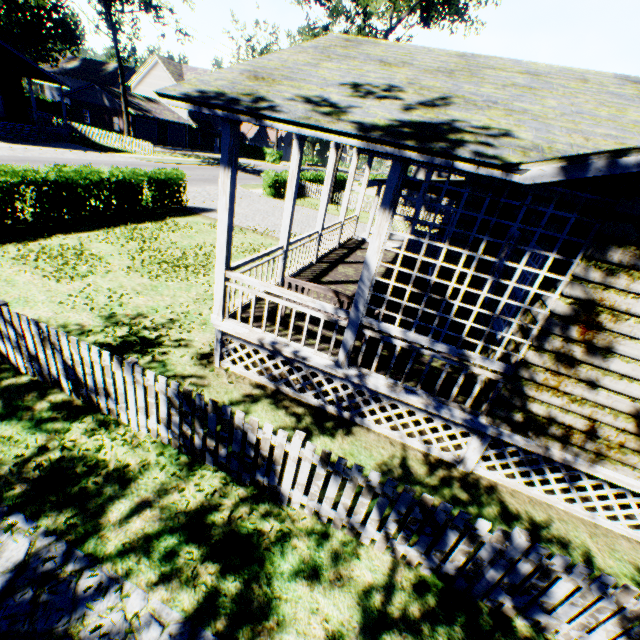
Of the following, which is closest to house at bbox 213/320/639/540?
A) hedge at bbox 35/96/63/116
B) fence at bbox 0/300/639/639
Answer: fence at bbox 0/300/639/639

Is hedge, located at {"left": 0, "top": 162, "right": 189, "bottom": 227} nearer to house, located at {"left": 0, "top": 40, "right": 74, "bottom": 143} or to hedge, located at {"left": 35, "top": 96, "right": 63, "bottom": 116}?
house, located at {"left": 0, "top": 40, "right": 74, "bottom": 143}

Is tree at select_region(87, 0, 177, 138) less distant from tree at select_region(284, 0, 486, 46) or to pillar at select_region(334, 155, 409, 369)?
tree at select_region(284, 0, 486, 46)

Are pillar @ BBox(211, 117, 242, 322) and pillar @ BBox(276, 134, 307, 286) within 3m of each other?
yes

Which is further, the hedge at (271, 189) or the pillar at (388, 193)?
the hedge at (271, 189)

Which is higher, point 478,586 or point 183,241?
point 478,586

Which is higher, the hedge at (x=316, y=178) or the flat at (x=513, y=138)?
the flat at (x=513, y=138)

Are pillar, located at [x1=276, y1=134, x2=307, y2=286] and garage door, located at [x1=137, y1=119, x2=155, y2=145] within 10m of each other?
no
